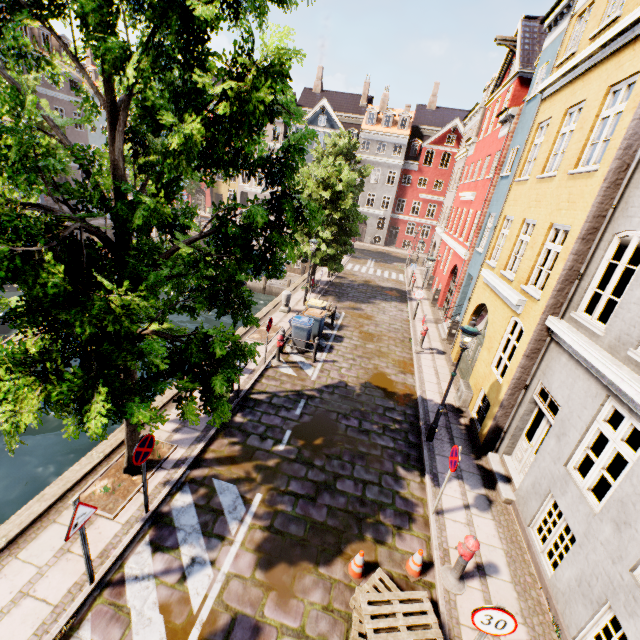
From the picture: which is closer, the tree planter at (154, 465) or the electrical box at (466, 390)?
the tree planter at (154, 465)

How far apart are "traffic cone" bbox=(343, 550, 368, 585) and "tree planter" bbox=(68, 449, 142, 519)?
4.4 meters

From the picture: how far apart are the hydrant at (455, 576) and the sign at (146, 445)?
5.8 meters

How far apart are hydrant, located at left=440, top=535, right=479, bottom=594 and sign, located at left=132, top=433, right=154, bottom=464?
5.8 meters

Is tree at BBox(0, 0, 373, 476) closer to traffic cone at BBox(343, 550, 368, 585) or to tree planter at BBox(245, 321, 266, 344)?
traffic cone at BBox(343, 550, 368, 585)

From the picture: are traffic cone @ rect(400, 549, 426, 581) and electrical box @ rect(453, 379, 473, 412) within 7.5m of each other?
Result: yes

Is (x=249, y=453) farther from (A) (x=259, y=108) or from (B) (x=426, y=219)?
(B) (x=426, y=219)

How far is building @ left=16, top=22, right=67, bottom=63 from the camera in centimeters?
2892cm
